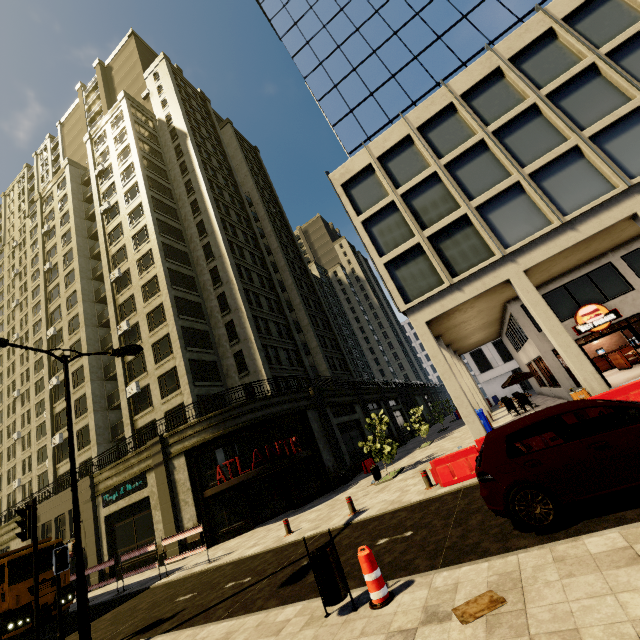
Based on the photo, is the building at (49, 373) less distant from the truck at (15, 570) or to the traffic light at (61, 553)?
the truck at (15, 570)

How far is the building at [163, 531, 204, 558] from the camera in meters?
18.0

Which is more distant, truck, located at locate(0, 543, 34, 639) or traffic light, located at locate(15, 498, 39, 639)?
truck, located at locate(0, 543, 34, 639)

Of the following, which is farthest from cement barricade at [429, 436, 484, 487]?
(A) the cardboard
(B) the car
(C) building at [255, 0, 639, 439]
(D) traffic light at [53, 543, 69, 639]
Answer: (D) traffic light at [53, 543, 69, 639]

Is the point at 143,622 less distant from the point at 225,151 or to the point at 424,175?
the point at 424,175

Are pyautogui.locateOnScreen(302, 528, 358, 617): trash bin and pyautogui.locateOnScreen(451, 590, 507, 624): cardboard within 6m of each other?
yes

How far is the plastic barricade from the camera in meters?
4.6

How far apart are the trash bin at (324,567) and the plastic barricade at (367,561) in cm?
22
